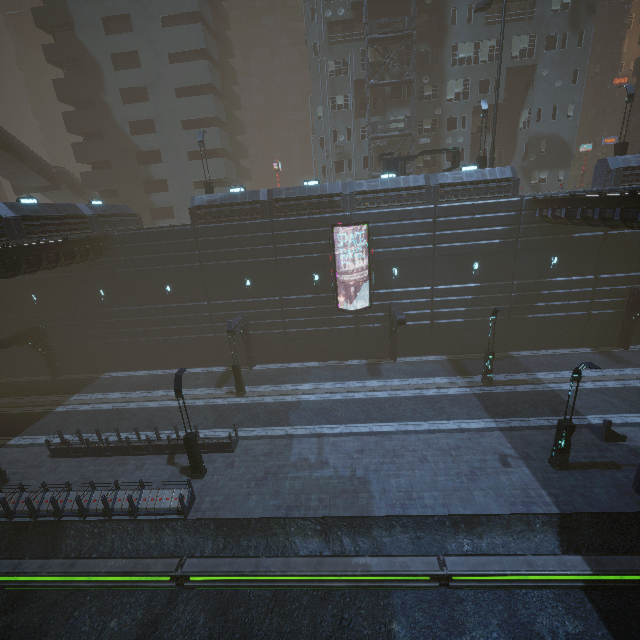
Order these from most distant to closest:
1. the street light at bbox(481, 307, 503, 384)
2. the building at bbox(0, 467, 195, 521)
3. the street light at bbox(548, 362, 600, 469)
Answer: the street light at bbox(481, 307, 503, 384)
the building at bbox(0, 467, 195, 521)
the street light at bbox(548, 362, 600, 469)

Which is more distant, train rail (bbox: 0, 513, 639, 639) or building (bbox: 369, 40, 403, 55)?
building (bbox: 369, 40, 403, 55)

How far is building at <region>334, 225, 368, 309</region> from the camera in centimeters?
2384cm

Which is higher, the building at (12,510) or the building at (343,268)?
the building at (343,268)

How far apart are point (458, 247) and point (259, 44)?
61.1m

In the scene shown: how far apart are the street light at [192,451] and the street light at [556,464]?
16.7 meters

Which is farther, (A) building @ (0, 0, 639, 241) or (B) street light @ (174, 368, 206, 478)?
(A) building @ (0, 0, 639, 241)
